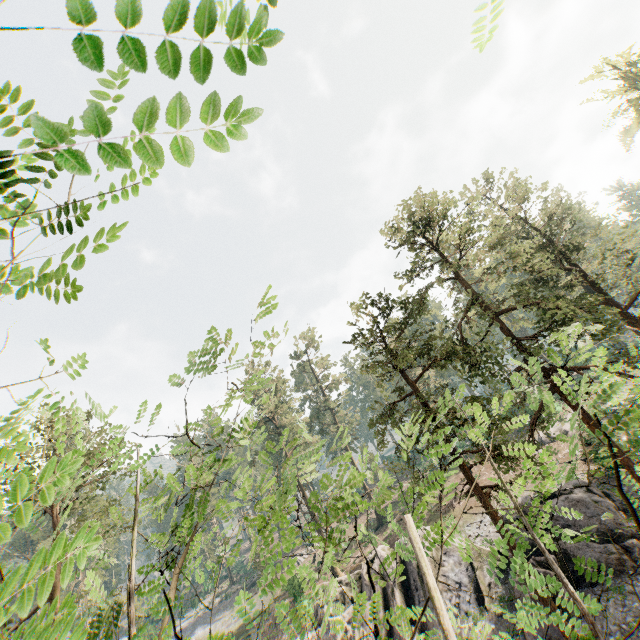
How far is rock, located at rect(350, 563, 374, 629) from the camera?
22.95m

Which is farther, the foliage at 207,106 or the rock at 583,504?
the rock at 583,504

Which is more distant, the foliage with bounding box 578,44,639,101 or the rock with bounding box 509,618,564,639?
the foliage with bounding box 578,44,639,101

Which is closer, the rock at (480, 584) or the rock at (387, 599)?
the rock at (480, 584)

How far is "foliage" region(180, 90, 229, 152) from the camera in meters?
0.8 m

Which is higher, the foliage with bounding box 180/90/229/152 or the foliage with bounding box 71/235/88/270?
the foliage with bounding box 71/235/88/270

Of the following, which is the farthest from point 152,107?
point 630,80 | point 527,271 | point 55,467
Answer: point 630,80
